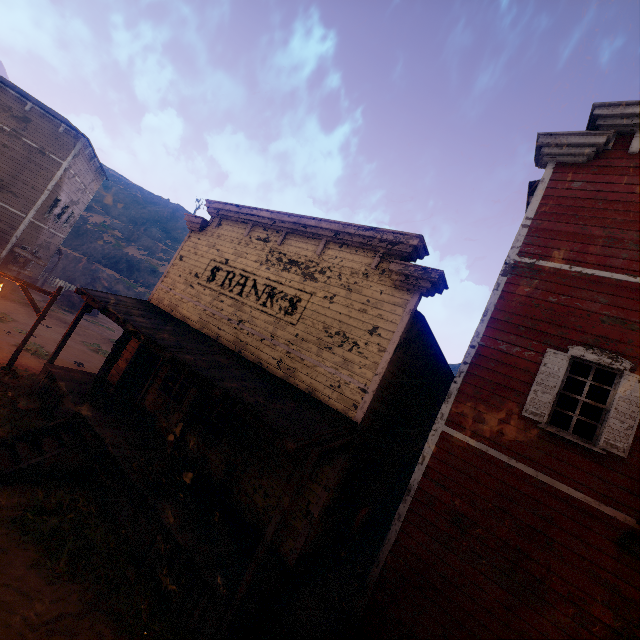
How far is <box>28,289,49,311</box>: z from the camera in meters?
22.1 m

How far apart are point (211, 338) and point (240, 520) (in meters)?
5.19

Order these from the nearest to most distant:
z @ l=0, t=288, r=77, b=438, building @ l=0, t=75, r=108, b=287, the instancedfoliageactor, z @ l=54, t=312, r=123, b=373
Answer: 1. z @ l=0, t=288, r=77, b=438
2. z @ l=54, t=312, r=123, b=373
3. building @ l=0, t=75, r=108, b=287
4. the instancedfoliageactor

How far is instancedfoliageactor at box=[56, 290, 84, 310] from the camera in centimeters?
2625cm

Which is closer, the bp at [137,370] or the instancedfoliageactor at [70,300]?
the bp at [137,370]

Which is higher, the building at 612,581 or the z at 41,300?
the building at 612,581

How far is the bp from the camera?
11.74m

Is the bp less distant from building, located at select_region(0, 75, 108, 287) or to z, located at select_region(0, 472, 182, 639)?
building, located at select_region(0, 75, 108, 287)
